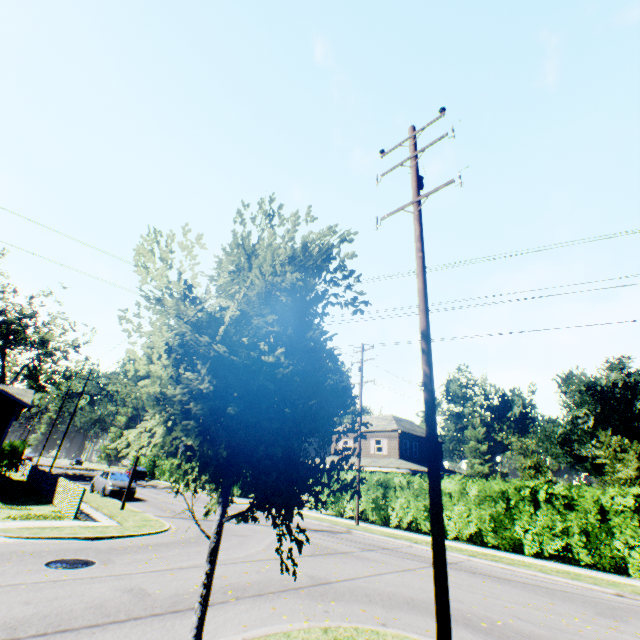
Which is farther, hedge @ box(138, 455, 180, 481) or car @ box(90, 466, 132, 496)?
hedge @ box(138, 455, 180, 481)

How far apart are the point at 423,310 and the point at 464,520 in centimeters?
1564cm

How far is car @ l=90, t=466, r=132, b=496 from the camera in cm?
2141

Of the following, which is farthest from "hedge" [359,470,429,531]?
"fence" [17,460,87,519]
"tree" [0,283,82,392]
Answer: "tree" [0,283,82,392]

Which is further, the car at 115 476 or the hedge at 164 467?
the hedge at 164 467

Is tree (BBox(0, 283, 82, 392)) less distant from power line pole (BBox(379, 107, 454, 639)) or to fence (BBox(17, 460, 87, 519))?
fence (BBox(17, 460, 87, 519))

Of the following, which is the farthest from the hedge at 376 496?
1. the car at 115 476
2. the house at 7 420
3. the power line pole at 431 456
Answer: the house at 7 420

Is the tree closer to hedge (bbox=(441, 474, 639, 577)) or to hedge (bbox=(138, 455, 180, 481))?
hedge (bbox=(138, 455, 180, 481))
